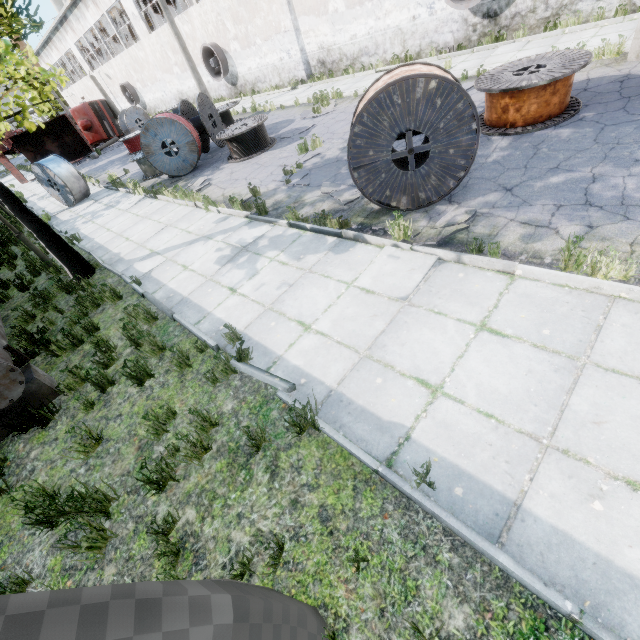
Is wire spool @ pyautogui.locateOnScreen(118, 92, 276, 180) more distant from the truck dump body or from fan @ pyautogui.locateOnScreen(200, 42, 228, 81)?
the truck dump body

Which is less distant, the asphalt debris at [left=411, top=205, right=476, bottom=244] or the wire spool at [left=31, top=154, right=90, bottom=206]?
the asphalt debris at [left=411, top=205, right=476, bottom=244]

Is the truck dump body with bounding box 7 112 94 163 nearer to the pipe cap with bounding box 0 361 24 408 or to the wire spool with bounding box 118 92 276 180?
the wire spool with bounding box 118 92 276 180

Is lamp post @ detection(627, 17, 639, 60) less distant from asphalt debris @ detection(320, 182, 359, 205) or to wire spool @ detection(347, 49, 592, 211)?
wire spool @ detection(347, 49, 592, 211)

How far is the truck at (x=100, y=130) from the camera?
27.3m

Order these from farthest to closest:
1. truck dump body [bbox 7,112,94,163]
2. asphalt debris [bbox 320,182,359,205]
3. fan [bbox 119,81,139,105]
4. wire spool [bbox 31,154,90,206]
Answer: fan [bbox 119,81,139,105], truck dump body [bbox 7,112,94,163], wire spool [bbox 31,154,90,206], asphalt debris [bbox 320,182,359,205]

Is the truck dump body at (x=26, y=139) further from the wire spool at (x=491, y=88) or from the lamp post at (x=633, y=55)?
the lamp post at (x=633, y=55)

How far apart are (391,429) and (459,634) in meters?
1.5 m
